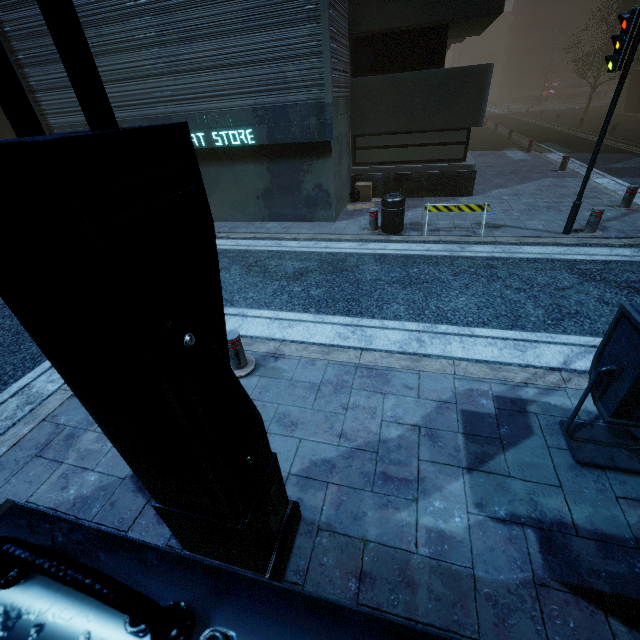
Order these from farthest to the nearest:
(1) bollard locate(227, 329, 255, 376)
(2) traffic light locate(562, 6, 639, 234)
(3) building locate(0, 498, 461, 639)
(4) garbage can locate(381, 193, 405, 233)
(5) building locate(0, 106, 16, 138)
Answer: (5) building locate(0, 106, 16, 138), (4) garbage can locate(381, 193, 405, 233), (2) traffic light locate(562, 6, 639, 234), (1) bollard locate(227, 329, 255, 376), (3) building locate(0, 498, 461, 639)

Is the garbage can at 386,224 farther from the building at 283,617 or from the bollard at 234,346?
the bollard at 234,346

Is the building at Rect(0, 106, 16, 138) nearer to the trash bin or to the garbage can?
the trash bin

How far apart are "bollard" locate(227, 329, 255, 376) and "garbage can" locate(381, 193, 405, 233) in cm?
532

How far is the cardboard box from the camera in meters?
10.9 m

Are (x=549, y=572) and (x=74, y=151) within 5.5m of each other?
yes

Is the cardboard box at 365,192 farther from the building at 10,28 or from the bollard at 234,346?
the bollard at 234,346

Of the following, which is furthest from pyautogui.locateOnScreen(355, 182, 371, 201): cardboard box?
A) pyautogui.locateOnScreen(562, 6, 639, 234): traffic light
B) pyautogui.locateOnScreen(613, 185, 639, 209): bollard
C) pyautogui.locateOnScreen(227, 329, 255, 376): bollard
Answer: pyautogui.locateOnScreen(227, 329, 255, 376): bollard
